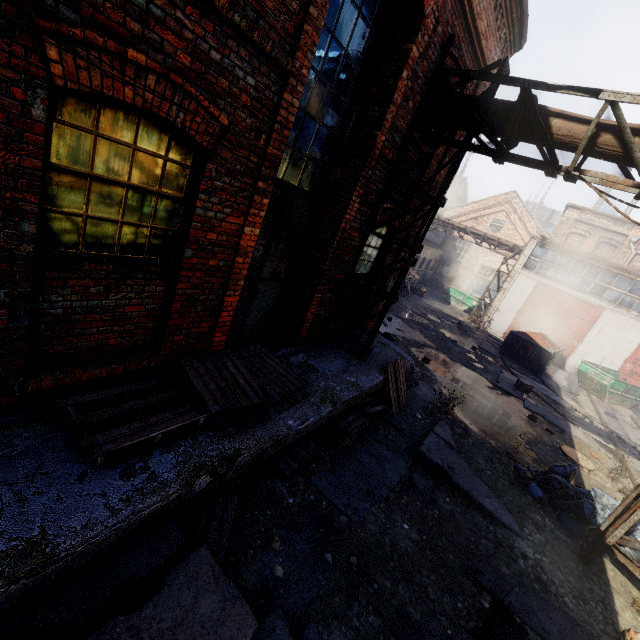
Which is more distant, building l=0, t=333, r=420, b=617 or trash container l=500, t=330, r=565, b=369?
trash container l=500, t=330, r=565, b=369

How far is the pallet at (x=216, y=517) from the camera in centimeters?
341cm

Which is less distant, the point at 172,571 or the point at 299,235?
the point at 172,571

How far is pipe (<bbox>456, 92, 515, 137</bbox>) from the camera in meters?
5.2

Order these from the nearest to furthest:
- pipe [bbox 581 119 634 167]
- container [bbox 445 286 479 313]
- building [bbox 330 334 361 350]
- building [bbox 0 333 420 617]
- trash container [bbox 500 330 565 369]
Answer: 1. building [bbox 0 333 420 617]
2. pipe [bbox 581 119 634 167]
3. building [bbox 330 334 361 350]
4. trash container [bbox 500 330 565 369]
5. container [bbox 445 286 479 313]

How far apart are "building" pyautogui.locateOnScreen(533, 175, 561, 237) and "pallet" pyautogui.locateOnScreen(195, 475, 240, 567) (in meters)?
68.45

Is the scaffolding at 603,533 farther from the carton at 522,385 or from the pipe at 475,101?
the carton at 522,385

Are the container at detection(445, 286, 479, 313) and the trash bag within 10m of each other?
no
